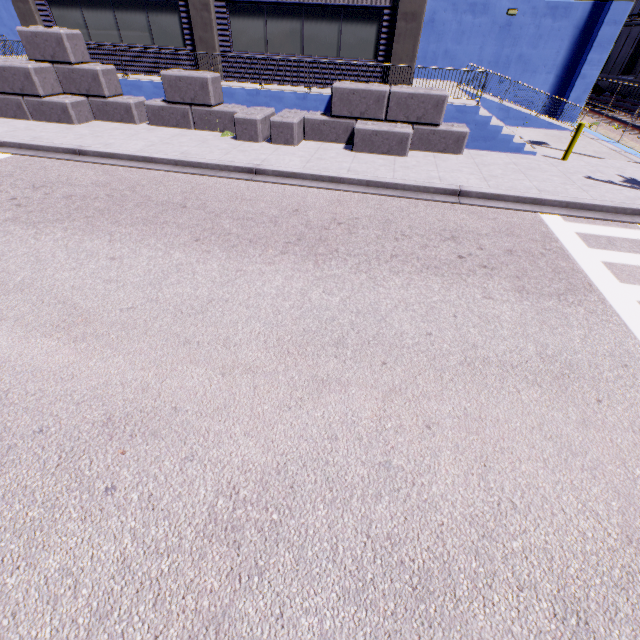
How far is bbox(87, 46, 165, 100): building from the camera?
13.14m

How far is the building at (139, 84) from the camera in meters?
13.1

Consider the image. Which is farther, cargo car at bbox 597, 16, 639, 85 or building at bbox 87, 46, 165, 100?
cargo car at bbox 597, 16, 639, 85

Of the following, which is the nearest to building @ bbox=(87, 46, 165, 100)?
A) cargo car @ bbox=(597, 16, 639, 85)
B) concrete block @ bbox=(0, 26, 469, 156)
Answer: concrete block @ bbox=(0, 26, 469, 156)

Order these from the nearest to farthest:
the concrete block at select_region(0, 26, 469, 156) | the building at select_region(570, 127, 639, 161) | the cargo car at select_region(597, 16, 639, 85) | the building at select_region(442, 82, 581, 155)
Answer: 1. the concrete block at select_region(0, 26, 469, 156)
2. the building at select_region(442, 82, 581, 155)
3. the building at select_region(570, 127, 639, 161)
4. the cargo car at select_region(597, 16, 639, 85)

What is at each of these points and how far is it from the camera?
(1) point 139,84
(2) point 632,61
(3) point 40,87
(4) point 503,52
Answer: (1) building, 13.1 meters
(2) cargo car, 26.7 meters
(3) concrete block, 12.1 meters
(4) building, 17.7 meters

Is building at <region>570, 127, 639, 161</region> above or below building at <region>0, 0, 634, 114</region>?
below

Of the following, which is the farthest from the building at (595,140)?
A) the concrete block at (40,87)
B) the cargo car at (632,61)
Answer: the cargo car at (632,61)
